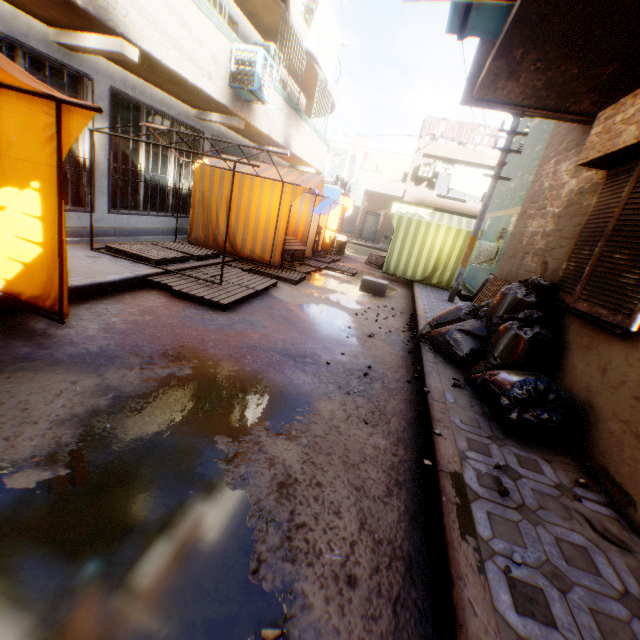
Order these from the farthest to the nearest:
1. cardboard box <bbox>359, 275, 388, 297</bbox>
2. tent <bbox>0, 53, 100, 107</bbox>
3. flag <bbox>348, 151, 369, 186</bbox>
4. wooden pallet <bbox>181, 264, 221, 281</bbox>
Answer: flag <bbox>348, 151, 369, 186</bbox>
cardboard box <bbox>359, 275, 388, 297</bbox>
wooden pallet <bbox>181, 264, 221, 281</bbox>
tent <bbox>0, 53, 100, 107</bbox>

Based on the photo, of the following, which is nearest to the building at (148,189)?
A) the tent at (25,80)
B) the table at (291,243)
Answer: the tent at (25,80)

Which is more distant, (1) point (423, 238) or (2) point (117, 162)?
(1) point (423, 238)

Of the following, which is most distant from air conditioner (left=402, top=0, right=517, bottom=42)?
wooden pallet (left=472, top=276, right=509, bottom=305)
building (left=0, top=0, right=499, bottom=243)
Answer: wooden pallet (left=472, top=276, right=509, bottom=305)

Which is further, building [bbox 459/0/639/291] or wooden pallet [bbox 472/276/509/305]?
wooden pallet [bbox 472/276/509/305]

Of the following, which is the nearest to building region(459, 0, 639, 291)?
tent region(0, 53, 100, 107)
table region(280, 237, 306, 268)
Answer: tent region(0, 53, 100, 107)

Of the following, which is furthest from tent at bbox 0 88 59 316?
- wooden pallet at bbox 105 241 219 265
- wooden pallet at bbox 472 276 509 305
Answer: wooden pallet at bbox 472 276 509 305

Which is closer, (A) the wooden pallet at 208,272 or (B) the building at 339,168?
(A) the wooden pallet at 208,272
